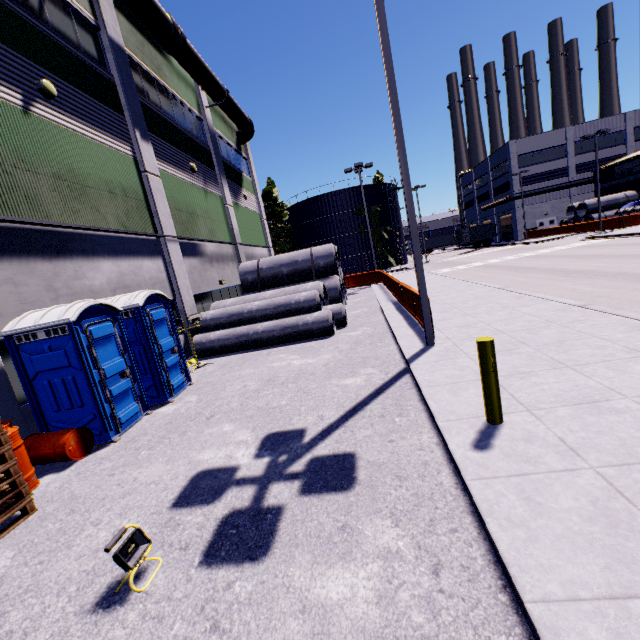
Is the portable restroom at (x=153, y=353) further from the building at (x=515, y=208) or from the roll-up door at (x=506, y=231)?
the roll-up door at (x=506, y=231)

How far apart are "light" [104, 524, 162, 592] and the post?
4.3 meters

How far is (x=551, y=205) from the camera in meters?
50.1 m

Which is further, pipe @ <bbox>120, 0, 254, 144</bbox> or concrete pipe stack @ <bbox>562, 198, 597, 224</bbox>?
concrete pipe stack @ <bbox>562, 198, 597, 224</bbox>

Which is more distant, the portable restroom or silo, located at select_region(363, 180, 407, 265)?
silo, located at select_region(363, 180, 407, 265)

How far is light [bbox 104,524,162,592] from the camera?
3.08m

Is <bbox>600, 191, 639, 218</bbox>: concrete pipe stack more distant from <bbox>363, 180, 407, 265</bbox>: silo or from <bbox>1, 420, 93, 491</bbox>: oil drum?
<bbox>1, 420, 93, 491</bbox>: oil drum

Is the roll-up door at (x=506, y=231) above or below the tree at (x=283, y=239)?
below
